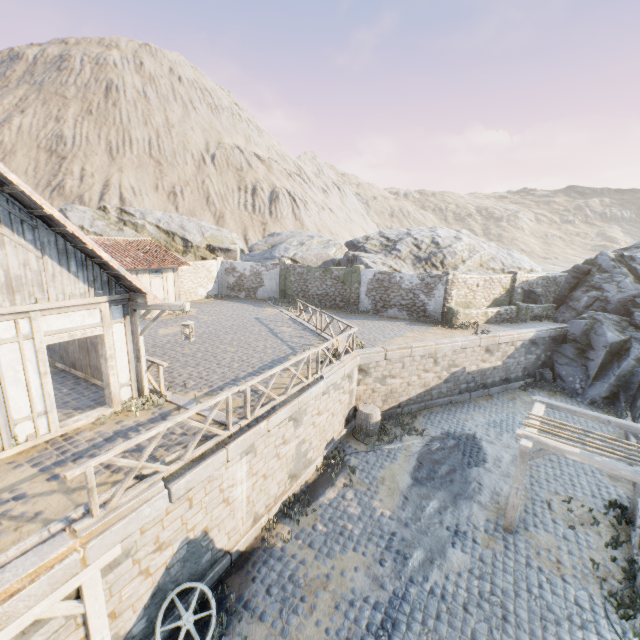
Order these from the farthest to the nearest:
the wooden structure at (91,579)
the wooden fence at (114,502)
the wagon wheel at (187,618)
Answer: the wagon wheel at (187,618), the wooden fence at (114,502), the wooden structure at (91,579)

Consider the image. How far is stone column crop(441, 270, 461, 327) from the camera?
18.9m

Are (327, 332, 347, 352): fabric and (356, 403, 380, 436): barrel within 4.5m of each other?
yes

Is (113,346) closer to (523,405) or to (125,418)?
(125,418)

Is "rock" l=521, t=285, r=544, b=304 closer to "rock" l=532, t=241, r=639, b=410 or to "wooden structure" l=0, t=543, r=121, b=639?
"rock" l=532, t=241, r=639, b=410

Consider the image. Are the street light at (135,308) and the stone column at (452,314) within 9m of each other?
no

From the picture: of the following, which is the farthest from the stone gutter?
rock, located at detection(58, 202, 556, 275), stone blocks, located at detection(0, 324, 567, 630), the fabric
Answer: rock, located at detection(58, 202, 556, 275)

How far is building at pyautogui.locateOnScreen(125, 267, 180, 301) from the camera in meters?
18.0 m
